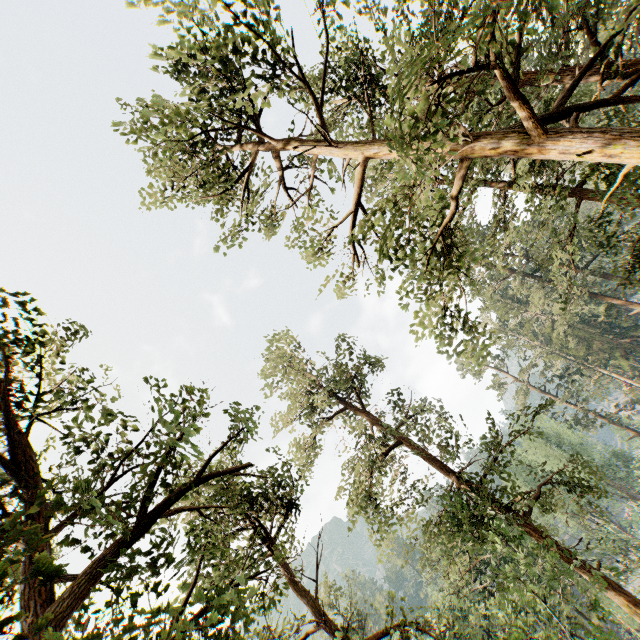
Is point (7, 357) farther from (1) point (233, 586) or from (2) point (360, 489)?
(2) point (360, 489)
